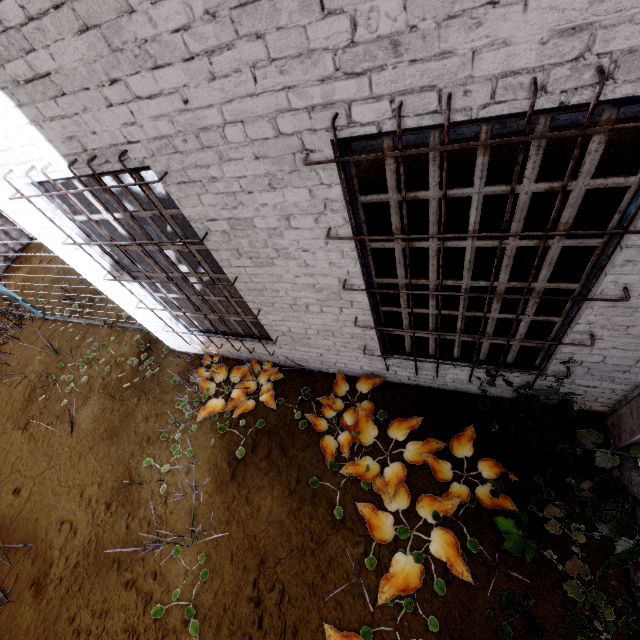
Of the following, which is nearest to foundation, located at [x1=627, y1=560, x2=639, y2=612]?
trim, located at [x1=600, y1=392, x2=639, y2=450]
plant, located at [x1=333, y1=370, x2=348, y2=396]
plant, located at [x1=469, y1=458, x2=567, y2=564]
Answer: trim, located at [x1=600, y1=392, x2=639, y2=450]

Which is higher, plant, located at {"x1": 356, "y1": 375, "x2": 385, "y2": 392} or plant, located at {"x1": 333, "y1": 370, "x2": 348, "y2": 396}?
plant, located at {"x1": 356, "y1": 375, "x2": 385, "y2": 392}

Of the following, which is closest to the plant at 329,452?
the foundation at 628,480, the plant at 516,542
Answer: the plant at 516,542

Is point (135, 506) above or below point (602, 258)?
below

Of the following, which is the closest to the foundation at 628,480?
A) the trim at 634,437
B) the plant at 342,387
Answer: the trim at 634,437

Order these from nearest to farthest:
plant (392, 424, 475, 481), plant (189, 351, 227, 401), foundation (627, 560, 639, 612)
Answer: foundation (627, 560, 639, 612)
plant (392, 424, 475, 481)
plant (189, 351, 227, 401)

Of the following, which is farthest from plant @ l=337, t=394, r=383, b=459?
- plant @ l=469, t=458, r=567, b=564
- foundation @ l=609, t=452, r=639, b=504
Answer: foundation @ l=609, t=452, r=639, b=504
